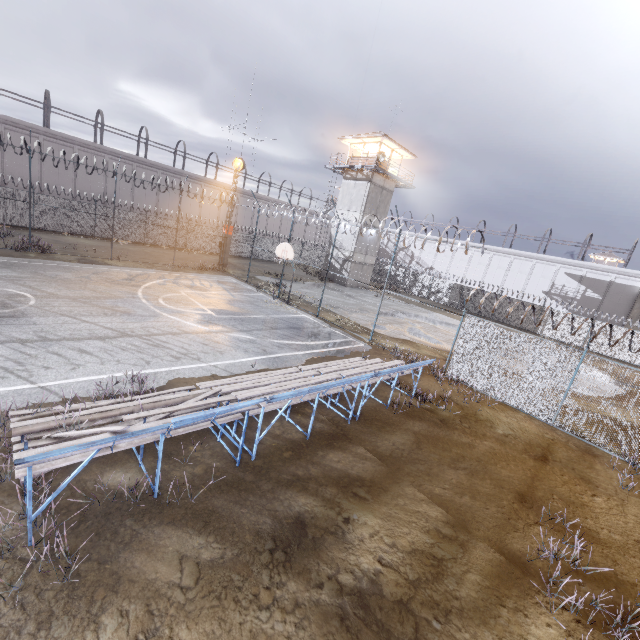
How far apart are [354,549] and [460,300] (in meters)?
36.37

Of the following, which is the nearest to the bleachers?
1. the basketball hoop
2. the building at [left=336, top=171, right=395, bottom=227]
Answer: the basketball hoop

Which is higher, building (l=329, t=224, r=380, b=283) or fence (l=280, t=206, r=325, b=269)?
building (l=329, t=224, r=380, b=283)

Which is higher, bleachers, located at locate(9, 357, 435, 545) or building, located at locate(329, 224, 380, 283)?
building, located at locate(329, 224, 380, 283)

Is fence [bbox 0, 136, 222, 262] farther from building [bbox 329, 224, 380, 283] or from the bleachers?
building [bbox 329, 224, 380, 283]

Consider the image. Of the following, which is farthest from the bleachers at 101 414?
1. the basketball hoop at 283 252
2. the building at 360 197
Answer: the building at 360 197

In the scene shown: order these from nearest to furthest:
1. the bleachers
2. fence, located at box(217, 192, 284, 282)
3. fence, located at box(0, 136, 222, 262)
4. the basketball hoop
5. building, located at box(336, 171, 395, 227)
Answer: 1. the bleachers
2. the basketball hoop
3. fence, located at box(0, 136, 222, 262)
4. fence, located at box(217, 192, 284, 282)
5. building, located at box(336, 171, 395, 227)
